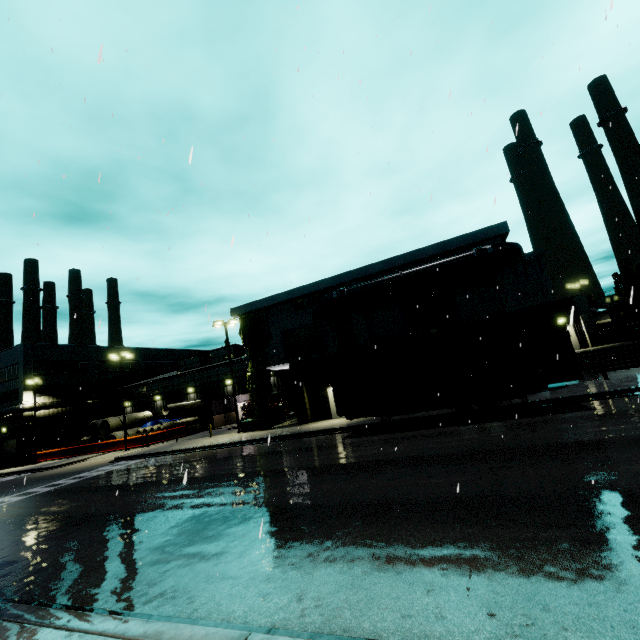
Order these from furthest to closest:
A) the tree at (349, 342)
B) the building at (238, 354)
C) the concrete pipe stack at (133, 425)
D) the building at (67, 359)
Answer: the building at (67, 359)
the building at (238, 354)
the concrete pipe stack at (133, 425)
the tree at (349, 342)

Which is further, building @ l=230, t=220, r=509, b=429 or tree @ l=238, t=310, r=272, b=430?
tree @ l=238, t=310, r=272, b=430

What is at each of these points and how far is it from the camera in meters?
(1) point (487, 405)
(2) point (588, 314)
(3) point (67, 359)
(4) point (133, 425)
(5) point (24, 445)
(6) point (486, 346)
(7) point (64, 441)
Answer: (1) semi trailer, 14.2
(2) building, 30.1
(3) building, 45.5
(4) concrete pipe stack, 39.1
(5) building, 38.8
(6) cargo container, 14.6
(7) door, 42.9

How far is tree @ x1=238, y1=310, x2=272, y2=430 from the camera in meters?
26.5

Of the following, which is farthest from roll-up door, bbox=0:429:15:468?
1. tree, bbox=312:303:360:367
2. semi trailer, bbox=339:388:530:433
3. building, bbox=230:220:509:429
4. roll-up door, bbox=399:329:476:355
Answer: roll-up door, bbox=399:329:476:355

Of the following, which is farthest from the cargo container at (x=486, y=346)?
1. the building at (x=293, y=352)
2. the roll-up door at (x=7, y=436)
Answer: the roll-up door at (x=7, y=436)

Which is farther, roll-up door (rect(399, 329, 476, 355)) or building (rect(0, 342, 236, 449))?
building (rect(0, 342, 236, 449))

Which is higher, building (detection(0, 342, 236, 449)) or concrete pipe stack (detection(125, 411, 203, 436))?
building (detection(0, 342, 236, 449))
